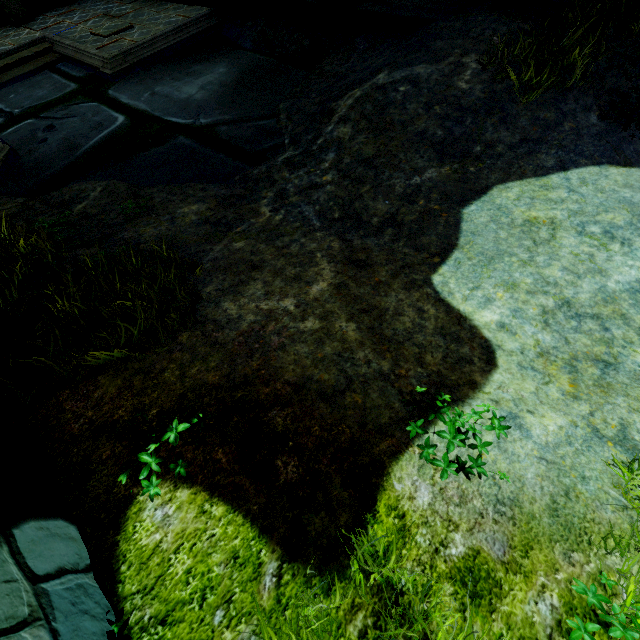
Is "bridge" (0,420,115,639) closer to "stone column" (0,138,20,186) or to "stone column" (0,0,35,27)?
"stone column" (0,138,20,186)

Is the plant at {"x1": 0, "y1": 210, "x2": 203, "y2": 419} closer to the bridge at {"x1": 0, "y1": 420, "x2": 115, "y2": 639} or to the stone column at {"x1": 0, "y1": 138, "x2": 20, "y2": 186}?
the bridge at {"x1": 0, "y1": 420, "x2": 115, "y2": 639}

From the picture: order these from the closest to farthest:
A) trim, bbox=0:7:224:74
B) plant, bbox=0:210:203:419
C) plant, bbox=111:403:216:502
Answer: plant, bbox=111:403:216:502
plant, bbox=0:210:203:419
trim, bbox=0:7:224:74

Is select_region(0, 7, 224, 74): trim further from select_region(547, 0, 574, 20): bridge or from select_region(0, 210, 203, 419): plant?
select_region(547, 0, 574, 20): bridge

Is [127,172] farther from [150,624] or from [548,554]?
[548,554]

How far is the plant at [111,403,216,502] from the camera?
1.8 meters

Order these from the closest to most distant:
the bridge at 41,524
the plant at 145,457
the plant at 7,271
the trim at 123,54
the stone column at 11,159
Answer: the bridge at 41,524 < the plant at 145,457 < the plant at 7,271 < the stone column at 11,159 < the trim at 123,54

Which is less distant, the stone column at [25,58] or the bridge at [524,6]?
the bridge at [524,6]
